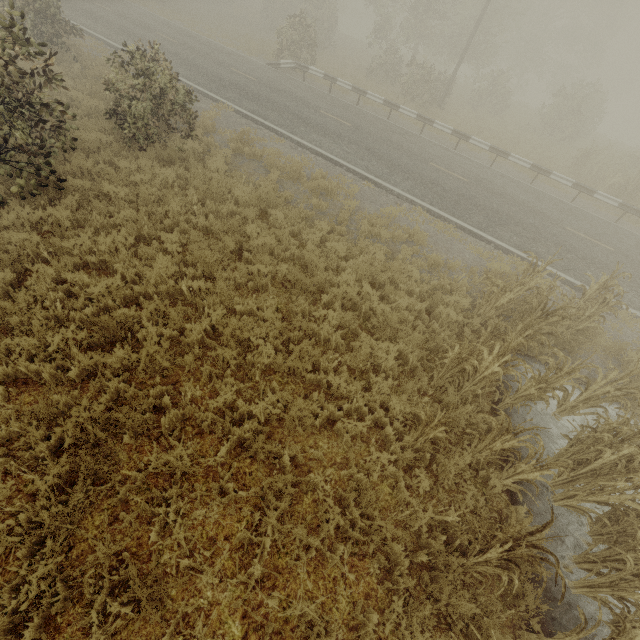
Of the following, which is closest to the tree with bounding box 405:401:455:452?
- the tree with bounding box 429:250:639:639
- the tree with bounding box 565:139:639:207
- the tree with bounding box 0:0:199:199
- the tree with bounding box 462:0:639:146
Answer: the tree with bounding box 429:250:639:639

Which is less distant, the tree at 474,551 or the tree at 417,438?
the tree at 474,551

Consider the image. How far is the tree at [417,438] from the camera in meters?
4.6

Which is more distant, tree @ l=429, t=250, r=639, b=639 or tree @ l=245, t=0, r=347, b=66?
tree @ l=245, t=0, r=347, b=66

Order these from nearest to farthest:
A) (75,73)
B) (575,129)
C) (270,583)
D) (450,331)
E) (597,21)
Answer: (270,583) < (450,331) < (75,73) < (575,129) < (597,21)

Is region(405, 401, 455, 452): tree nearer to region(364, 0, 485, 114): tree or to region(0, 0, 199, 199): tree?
region(0, 0, 199, 199): tree

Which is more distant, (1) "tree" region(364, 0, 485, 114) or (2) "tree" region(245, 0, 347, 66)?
(1) "tree" region(364, 0, 485, 114)

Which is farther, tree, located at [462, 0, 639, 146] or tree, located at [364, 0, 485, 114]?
tree, located at [462, 0, 639, 146]
